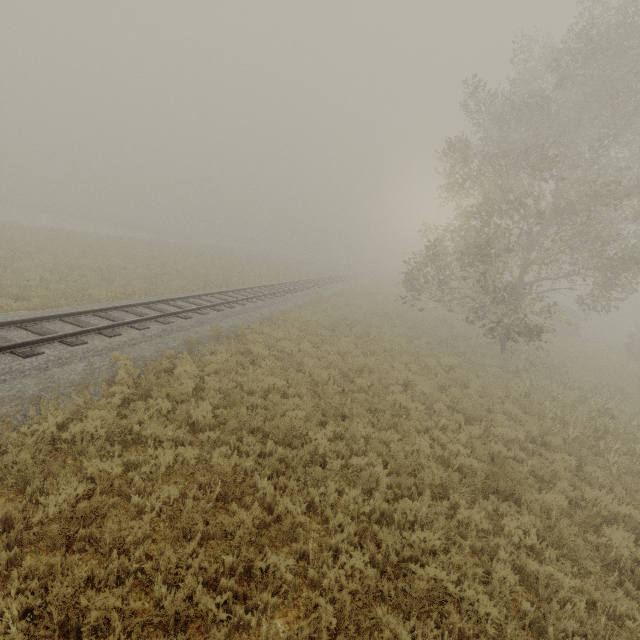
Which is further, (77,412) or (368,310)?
(368,310)
